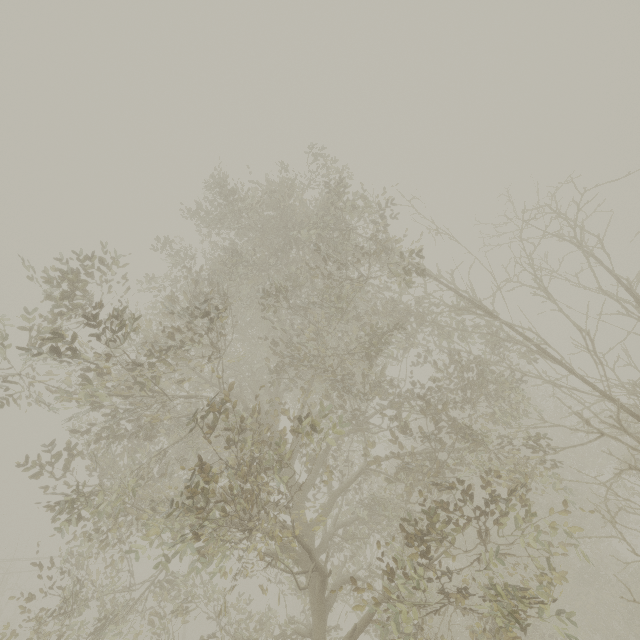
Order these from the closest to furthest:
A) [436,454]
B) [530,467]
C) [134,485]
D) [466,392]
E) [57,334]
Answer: [57,334]
[134,485]
[466,392]
[436,454]
[530,467]
